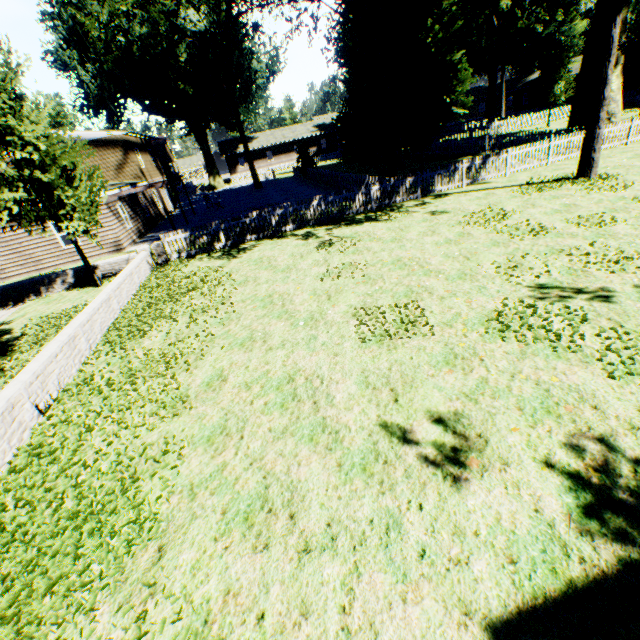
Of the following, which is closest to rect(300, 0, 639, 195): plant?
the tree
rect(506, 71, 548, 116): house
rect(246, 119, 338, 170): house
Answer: rect(506, 71, 548, 116): house

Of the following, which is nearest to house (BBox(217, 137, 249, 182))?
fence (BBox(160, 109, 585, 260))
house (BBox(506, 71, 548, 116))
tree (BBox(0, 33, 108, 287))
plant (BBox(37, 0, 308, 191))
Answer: fence (BBox(160, 109, 585, 260))

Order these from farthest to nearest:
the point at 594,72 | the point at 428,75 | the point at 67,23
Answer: the point at 67,23 < the point at 428,75 < the point at 594,72

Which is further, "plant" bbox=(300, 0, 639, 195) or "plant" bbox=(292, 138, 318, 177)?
"plant" bbox=(292, 138, 318, 177)

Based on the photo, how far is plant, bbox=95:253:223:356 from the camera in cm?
867

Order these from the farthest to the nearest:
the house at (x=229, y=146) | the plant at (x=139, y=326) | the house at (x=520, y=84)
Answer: the house at (x=229, y=146) < the house at (x=520, y=84) < the plant at (x=139, y=326)

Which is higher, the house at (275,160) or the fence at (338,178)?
the house at (275,160)

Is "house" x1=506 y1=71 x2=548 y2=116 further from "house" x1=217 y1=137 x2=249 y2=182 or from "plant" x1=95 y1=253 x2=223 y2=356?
"house" x1=217 y1=137 x2=249 y2=182
